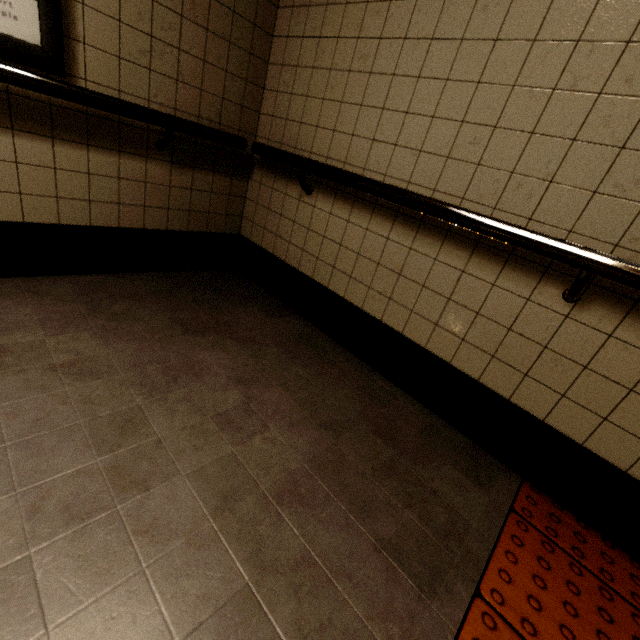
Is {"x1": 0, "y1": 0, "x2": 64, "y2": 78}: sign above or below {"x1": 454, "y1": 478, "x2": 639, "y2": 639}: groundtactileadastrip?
above

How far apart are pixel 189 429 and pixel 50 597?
0.57m

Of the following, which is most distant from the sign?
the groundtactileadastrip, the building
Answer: the groundtactileadastrip

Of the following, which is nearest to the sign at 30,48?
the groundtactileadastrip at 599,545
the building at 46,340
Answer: the building at 46,340

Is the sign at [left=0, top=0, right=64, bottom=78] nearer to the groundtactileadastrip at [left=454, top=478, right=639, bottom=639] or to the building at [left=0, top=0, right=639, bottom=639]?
the building at [left=0, top=0, right=639, bottom=639]

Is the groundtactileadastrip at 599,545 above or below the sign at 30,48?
below
